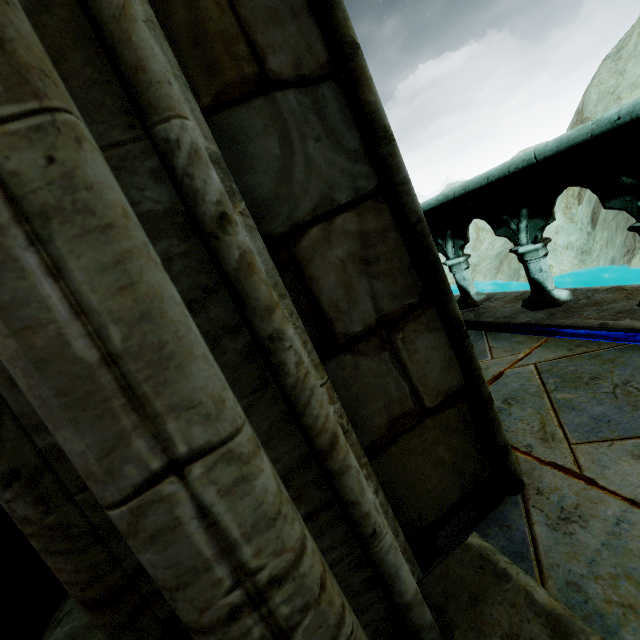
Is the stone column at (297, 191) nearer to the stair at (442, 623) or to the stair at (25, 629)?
the stair at (442, 623)

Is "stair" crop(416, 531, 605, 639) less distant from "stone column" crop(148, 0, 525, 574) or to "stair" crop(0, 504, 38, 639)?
"stone column" crop(148, 0, 525, 574)

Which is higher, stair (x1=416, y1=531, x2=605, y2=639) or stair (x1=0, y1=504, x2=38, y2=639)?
stair (x1=0, y1=504, x2=38, y2=639)

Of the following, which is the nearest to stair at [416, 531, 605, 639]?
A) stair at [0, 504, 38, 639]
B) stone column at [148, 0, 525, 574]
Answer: stone column at [148, 0, 525, 574]

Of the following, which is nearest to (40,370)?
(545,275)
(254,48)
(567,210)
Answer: (254,48)
